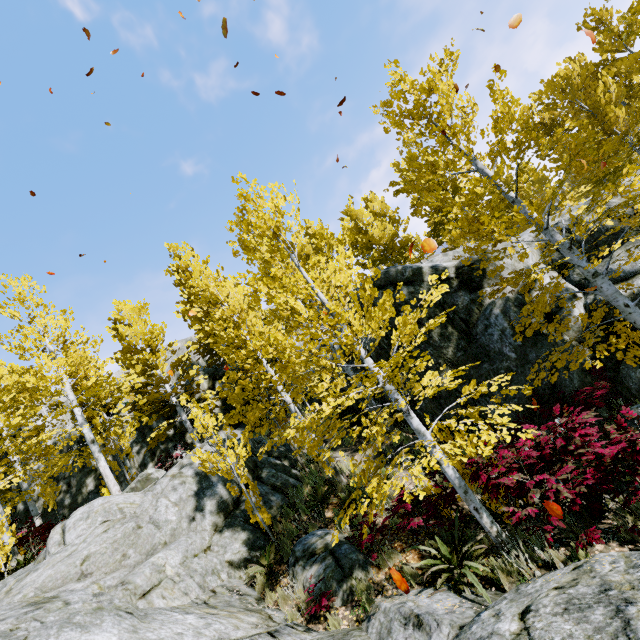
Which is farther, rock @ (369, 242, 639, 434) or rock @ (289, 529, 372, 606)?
rock @ (369, 242, 639, 434)

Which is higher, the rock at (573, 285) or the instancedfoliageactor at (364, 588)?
the rock at (573, 285)

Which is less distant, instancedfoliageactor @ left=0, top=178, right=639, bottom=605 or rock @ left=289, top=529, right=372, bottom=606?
instancedfoliageactor @ left=0, top=178, right=639, bottom=605

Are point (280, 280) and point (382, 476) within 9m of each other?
yes

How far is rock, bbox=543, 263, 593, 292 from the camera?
9.50m

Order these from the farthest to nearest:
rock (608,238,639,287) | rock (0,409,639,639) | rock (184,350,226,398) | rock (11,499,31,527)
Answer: rock (184,350,226,398)
rock (11,499,31,527)
rock (608,238,639,287)
rock (0,409,639,639)

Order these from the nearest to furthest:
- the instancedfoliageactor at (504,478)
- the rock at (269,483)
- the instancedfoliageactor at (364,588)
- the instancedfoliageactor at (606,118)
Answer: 1. the instancedfoliageactor at (504,478)
2. the instancedfoliageactor at (364,588)
3. the instancedfoliageactor at (606,118)
4. the rock at (269,483)
